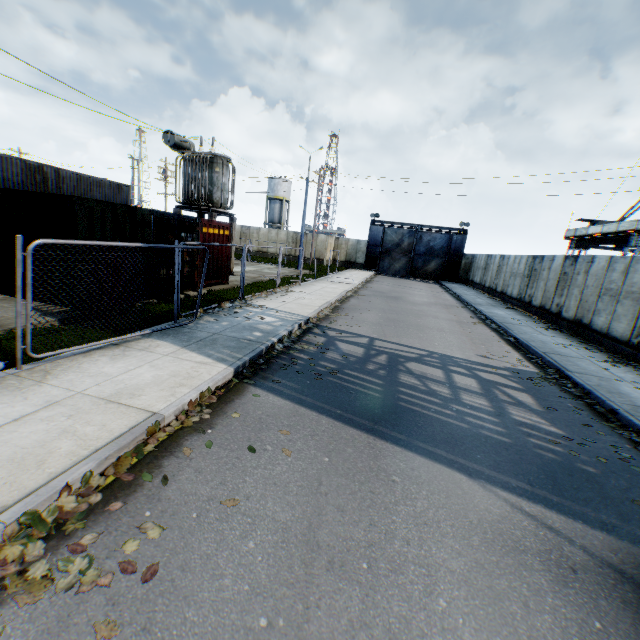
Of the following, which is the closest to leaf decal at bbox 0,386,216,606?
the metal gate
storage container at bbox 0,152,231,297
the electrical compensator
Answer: storage container at bbox 0,152,231,297

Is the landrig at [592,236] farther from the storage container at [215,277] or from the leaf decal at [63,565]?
the leaf decal at [63,565]

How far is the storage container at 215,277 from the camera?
14.29m

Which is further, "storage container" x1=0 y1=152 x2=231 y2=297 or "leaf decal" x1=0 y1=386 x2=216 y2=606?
"storage container" x1=0 y1=152 x2=231 y2=297

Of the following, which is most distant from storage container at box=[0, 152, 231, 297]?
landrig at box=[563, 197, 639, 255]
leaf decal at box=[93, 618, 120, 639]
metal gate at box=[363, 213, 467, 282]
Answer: landrig at box=[563, 197, 639, 255]

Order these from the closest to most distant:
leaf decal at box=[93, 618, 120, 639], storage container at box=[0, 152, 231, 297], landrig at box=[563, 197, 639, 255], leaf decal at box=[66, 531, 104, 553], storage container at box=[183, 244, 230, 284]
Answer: leaf decal at box=[93, 618, 120, 639] → leaf decal at box=[66, 531, 104, 553] → storage container at box=[0, 152, 231, 297] → storage container at box=[183, 244, 230, 284] → landrig at box=[563, 197, 639, 255]

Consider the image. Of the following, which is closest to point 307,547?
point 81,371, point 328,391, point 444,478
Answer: point 444,478

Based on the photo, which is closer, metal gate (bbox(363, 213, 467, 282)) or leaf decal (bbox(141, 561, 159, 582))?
leaf decal (bbox(141, 561, 159, 582))
